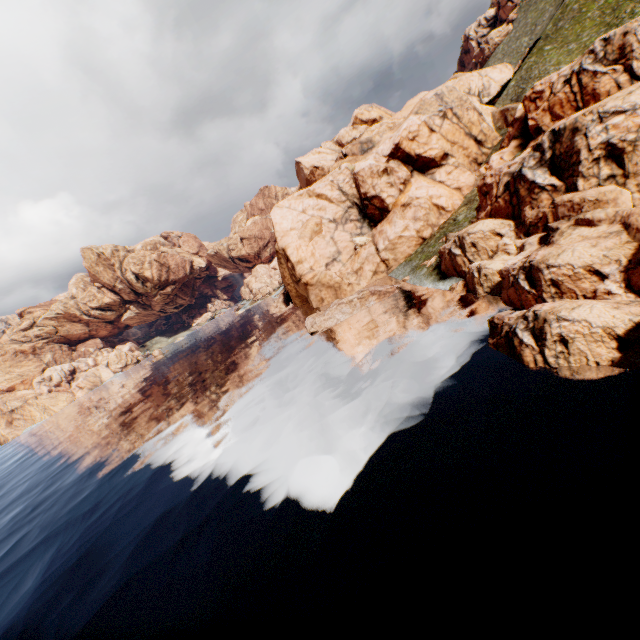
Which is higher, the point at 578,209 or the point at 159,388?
the point at 578,209
